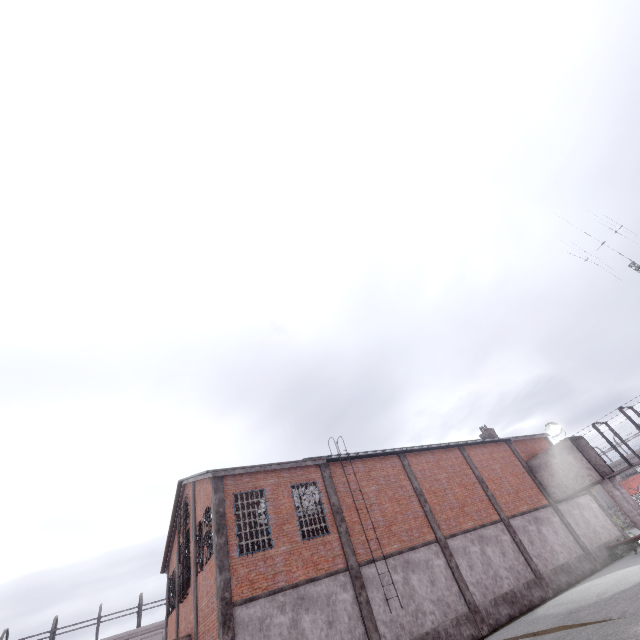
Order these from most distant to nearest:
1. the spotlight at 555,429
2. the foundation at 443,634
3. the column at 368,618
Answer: the spotlight at 555,429 < the foundation at 443,634 < the column at 368,618

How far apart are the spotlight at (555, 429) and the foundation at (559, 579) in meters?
7.3

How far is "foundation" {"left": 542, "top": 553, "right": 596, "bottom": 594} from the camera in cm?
1888

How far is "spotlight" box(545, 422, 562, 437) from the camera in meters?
24.3 m

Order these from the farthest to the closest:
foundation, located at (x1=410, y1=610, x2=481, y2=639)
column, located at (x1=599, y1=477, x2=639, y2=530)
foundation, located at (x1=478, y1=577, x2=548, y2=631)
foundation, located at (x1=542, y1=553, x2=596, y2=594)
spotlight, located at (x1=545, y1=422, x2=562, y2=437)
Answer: spotlight, located at (x1=545, y1=422, x2=562, y2=437) < column, located at (x1=599, y1=477, x2=639, y2=530) < foundation, located at (x1=542, y1=553, x2=596, y2=594) < foundation, located at (x1=478, y1=577, x2=548, y2=631) < foundation, located at (x1=410, y1=610, x2=481, y2=639)

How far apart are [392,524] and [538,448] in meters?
18.7 m

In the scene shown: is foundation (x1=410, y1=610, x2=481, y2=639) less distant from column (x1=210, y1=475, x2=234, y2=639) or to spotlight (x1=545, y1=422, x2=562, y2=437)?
column (x1=210, y1=475, x2=234, y2=639)
